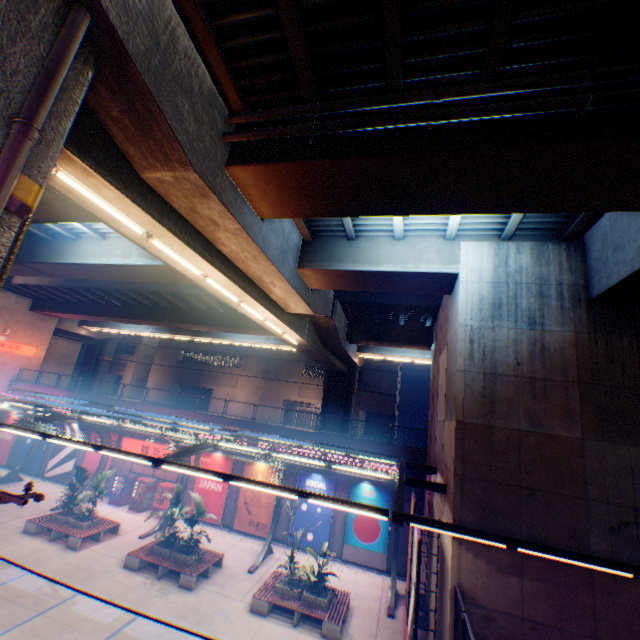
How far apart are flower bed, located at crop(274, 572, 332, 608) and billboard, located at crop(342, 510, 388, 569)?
5.2m

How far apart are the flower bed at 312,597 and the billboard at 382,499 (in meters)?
5.21

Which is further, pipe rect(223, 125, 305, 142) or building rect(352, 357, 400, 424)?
building rect(352, 357, 400, 424)

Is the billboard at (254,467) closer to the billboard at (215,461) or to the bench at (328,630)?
the billboard at (215,461)

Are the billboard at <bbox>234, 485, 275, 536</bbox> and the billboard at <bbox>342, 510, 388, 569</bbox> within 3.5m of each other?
no

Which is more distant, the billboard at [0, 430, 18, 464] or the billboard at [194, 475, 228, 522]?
the billboard at [0, 430, 18, 464]

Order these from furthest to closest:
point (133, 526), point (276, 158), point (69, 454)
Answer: point (69, 454) → point (133, 526) → point (276, 158)

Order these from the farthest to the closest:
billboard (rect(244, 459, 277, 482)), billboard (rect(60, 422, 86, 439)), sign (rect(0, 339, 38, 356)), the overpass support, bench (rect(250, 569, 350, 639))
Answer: sign (rect(0, 339, 38, 356)), billboard (rect(60, 422, 86, 439)), billboard (rect(244, 459, 277, 482)), bench (rect(250, 569, 350, 639)), the overpass support
